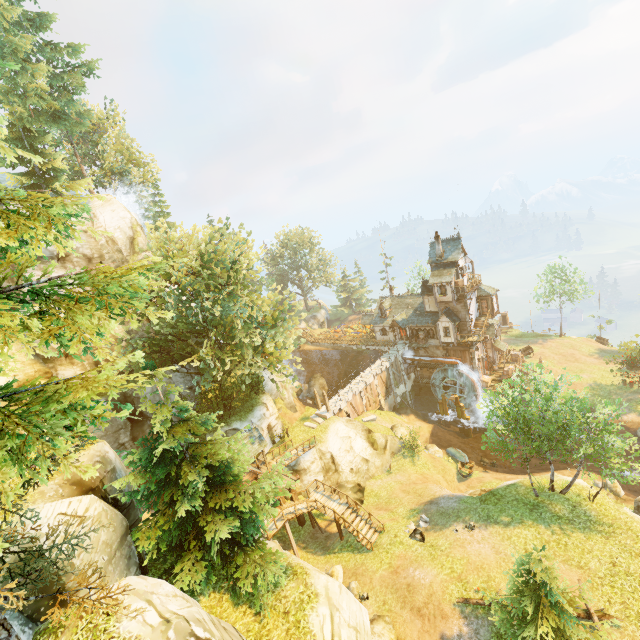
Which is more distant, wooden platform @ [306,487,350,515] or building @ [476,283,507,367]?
building @ [476,283,507,367]

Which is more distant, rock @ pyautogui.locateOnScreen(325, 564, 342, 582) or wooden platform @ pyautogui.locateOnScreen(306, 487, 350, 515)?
wooden platform @ pyautogui.locateOnScreen(306, 487, 350, 515)

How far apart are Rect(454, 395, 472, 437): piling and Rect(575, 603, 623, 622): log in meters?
25.5

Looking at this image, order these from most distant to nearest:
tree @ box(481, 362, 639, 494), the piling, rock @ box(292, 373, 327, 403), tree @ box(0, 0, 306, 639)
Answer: rock @ box(292, 373, 327, 403) → the piling → tree @ box(481, 362, 639, 494) → tree @ box(0, 0, 306, 639)

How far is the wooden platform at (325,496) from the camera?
24.2 meters

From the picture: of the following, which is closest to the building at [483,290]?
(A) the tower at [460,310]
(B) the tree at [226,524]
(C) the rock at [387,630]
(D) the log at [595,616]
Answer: (A) the tower at [460,310]

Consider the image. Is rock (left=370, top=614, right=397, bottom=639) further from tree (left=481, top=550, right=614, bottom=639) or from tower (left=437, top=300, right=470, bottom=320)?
tower (left=437, top=300, right=470, bottom=320)

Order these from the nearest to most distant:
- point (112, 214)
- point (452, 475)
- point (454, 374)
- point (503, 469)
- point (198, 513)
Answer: point (198, 513), point (452, 475), point (112, 214), point (503, 469), point (454, 374)
